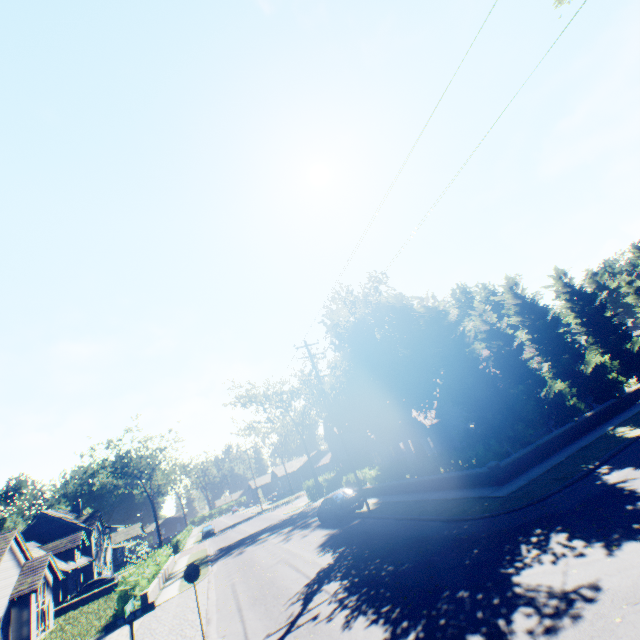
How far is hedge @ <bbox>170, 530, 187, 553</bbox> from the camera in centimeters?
4459cm

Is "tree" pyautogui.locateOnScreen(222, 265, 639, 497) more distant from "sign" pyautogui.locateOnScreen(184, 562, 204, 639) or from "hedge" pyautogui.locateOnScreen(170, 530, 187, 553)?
"sign" pyautogui.locateOnScreen(184, 562, 204, 639)

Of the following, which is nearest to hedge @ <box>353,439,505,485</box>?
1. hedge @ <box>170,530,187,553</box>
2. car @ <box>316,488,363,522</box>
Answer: car @ <box>316,488,363,522</box>

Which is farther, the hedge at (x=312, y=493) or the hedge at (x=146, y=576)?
the hedge at (x=312, y=493)

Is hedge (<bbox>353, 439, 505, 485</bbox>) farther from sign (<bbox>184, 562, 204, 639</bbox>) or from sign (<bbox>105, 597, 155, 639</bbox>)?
sign (<bbox>105, 597, 155, 639</bbox>)

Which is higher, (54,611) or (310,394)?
(310,394)

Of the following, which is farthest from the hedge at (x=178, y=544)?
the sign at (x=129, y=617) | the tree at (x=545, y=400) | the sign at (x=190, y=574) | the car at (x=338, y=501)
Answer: the sign at (x=129, y=617)

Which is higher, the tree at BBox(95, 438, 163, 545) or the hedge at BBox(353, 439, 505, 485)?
the tree at BBox(95, 438, 163, 545)
